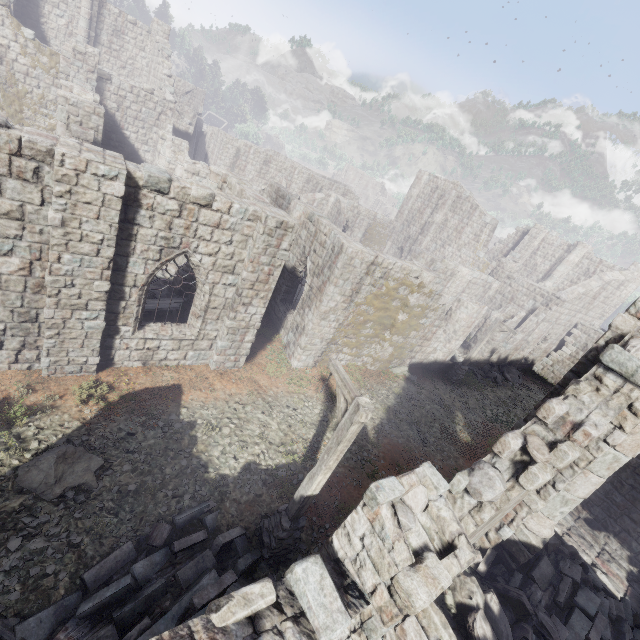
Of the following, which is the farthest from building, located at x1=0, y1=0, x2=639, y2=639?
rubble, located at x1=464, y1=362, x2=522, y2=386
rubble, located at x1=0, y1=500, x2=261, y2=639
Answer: rubble, located at x1=0, y1=500, x2=261, y2=639

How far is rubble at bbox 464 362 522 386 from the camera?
22.1 meters

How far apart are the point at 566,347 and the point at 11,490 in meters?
34.9

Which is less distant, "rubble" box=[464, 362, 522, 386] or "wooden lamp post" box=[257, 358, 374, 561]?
"wooden lamp post" box=[257, 358, 374, 561]

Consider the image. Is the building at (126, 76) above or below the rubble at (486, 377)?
above

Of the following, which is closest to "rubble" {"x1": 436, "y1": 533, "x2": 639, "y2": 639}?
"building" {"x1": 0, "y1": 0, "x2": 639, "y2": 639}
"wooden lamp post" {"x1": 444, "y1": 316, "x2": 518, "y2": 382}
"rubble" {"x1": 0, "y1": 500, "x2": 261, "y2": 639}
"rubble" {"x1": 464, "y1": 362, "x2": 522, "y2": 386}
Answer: "building" {"x1": 0, "y1": 0, "x2": 639, "y2": 639}

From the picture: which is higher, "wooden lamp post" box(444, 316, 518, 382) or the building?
the building

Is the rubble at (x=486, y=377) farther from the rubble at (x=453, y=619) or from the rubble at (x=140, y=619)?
the rubble at (x=140, y=619)
